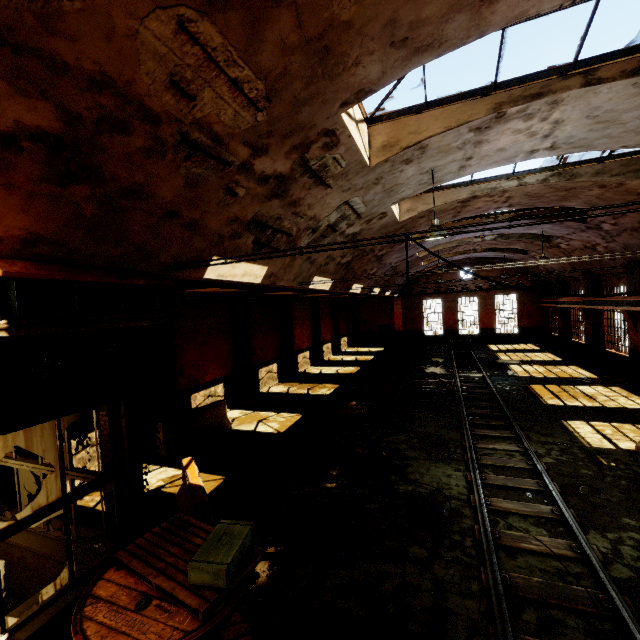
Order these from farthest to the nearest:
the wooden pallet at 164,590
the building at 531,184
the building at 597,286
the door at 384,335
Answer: the door at 384,335 < the building at 597,286 < the building at 531,184 < the wooden pallet at 164,590

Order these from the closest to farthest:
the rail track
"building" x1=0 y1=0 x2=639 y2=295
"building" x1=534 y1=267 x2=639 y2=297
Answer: "building" x1=0 y1=0 x2=639 y2=295, the rail track, "building" x1=534 y1=267 x2=639 y2=297

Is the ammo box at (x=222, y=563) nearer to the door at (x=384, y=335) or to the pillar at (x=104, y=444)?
the pillar at (x=104, y=444)

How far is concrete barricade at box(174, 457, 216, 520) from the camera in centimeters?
565cm

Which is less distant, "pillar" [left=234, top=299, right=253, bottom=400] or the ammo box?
the ammo box

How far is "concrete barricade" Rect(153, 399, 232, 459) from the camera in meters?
9.9 m

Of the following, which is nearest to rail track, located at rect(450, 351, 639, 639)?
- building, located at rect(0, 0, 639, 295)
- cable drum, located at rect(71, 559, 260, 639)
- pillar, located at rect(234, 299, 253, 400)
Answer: cable drum, located at rect(71, 559, 260, 639)

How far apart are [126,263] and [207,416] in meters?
8.2 m
